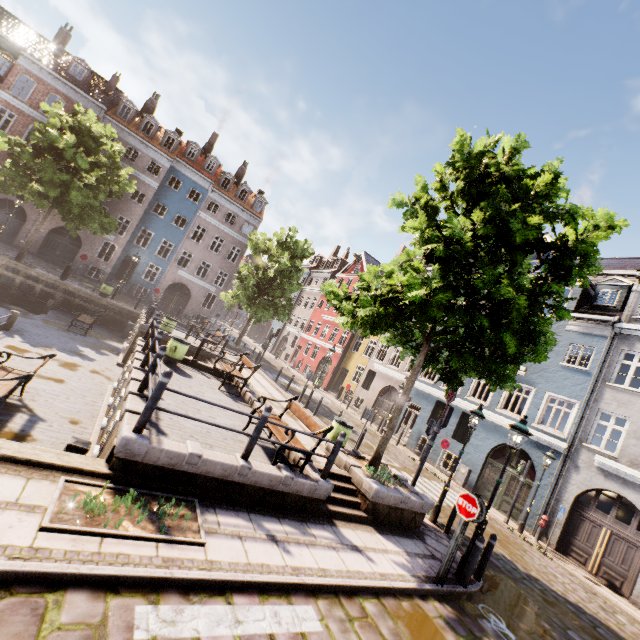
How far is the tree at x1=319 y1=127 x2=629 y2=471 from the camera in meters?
7.4 m

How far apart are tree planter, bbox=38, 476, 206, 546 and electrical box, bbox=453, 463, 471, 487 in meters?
16.6

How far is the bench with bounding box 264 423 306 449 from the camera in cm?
690

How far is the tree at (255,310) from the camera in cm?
2364

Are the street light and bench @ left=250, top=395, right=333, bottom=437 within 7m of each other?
yes

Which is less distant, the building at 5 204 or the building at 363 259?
the building at 5 204

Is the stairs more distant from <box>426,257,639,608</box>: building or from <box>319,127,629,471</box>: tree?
<box>426,257,639,608</box>: building

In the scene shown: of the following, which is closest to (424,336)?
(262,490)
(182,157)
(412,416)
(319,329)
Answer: (262,490)
